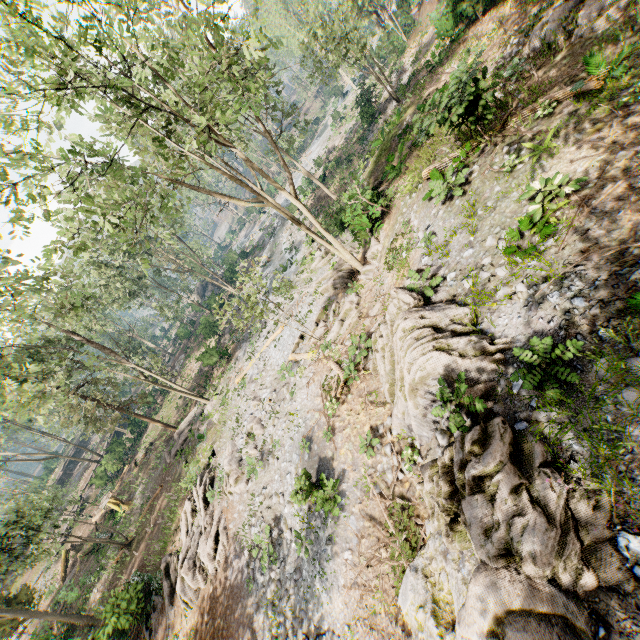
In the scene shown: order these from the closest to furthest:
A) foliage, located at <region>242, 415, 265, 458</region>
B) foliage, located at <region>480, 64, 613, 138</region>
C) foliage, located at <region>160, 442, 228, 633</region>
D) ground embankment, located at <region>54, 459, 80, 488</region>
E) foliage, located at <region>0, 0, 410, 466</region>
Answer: foliage, located at <region>480, 64, 613, 138</region>, foliage, located at <region>0, 0, 410, 466</region>, foliage, located at <region>160, 442, 228, 633</region>, foliage, located at <region>242, 415, 265, 458</region>, ground embankment, located at <region>54, 459, 80, 488</region>

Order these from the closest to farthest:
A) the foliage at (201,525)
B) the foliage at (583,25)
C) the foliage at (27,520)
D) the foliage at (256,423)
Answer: the foliage at (583,25), the foliage at (201,525), the foliage at (256,423), the foliage at (27,520)

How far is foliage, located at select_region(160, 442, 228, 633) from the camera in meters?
16.0

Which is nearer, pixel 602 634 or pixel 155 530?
pixel 602 634

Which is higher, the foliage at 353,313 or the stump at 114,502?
the stump at 114,502

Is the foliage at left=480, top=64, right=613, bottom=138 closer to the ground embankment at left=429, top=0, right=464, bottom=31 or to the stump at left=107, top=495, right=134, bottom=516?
the ground embankment at left=429, top=0, right=464, bottom=31

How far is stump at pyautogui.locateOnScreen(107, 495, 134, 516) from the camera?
29.25m
